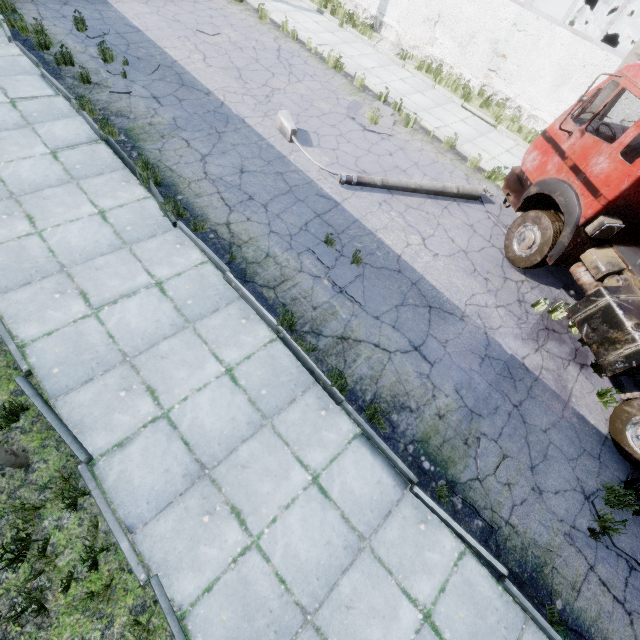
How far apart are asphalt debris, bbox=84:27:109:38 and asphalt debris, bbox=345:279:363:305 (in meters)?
9.36

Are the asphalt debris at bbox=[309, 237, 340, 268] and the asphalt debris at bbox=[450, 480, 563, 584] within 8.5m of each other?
yes

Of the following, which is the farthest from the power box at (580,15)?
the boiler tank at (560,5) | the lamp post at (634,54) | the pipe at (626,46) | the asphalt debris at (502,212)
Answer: the pipe at (626,46)

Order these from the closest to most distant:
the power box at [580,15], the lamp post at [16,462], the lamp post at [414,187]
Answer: the lamp post at [16,462]
the lamp post at [414,187]
the power box at [580,15]

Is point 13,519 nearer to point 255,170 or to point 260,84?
point 255,170

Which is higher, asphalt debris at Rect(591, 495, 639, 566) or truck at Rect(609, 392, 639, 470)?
truck at Rect(609, 392, 639, 470)

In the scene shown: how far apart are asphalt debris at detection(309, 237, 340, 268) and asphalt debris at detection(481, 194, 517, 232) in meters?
4.5

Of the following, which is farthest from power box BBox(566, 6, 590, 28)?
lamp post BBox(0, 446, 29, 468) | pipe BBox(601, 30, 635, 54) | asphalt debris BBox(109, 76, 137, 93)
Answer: lamp post BBox(0, 446, 29, 468)
